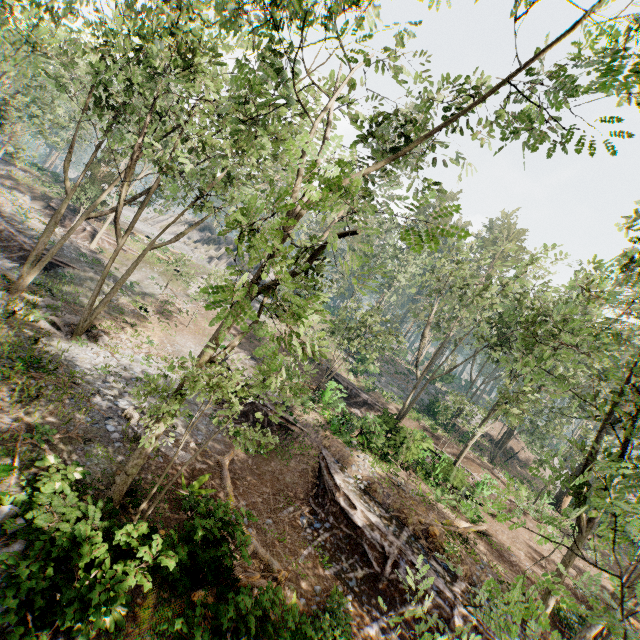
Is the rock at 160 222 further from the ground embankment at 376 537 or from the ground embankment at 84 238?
the ground embankment at 376 537

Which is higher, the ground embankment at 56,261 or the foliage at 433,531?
the foliage at 433,531

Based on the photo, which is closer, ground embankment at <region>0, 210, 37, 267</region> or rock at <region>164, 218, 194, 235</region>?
ground embankment at <region>0, 210, 37, 267</region>

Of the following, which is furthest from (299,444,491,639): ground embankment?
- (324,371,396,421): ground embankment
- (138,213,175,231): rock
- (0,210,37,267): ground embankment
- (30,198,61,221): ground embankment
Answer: (138,213,175,231): rock

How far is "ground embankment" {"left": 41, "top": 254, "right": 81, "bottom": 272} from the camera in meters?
24.7 m

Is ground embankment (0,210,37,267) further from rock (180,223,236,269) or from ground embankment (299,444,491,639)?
rock (180,223,236,269)

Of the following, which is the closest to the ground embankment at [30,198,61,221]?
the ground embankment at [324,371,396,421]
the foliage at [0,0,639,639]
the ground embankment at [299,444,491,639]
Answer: the foliage at [0,0,639,639]

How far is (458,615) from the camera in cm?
1170
